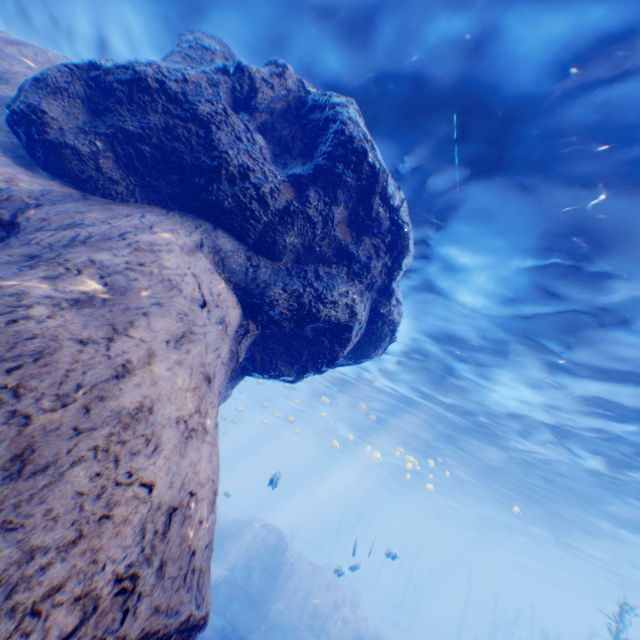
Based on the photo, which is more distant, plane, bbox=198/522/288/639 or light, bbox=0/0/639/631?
plane, bbox=198/522/288/639

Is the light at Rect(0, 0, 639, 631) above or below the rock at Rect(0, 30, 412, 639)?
above

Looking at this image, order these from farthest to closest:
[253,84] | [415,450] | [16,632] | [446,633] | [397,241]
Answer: [446,633] → [415,450] → [397,241] → [253,84] → [16,632]

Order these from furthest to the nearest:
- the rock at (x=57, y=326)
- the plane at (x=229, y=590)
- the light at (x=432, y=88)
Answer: the plane at (x=229, y=590) → the light at (x=432, y=88) → the rock at (x=57, y=326)

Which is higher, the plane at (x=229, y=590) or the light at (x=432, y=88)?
the light at (x=432, y=88)

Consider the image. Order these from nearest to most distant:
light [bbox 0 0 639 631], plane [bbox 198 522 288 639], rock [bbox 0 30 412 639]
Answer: rock [bbox 0 30 412 639], light [bbox 0 0 639 631], plane [bbox 198 522 288 639]

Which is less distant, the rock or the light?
the rock

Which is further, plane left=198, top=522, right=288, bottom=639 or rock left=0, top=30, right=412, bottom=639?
plane left=198, top=522, right=288, bottom=639
